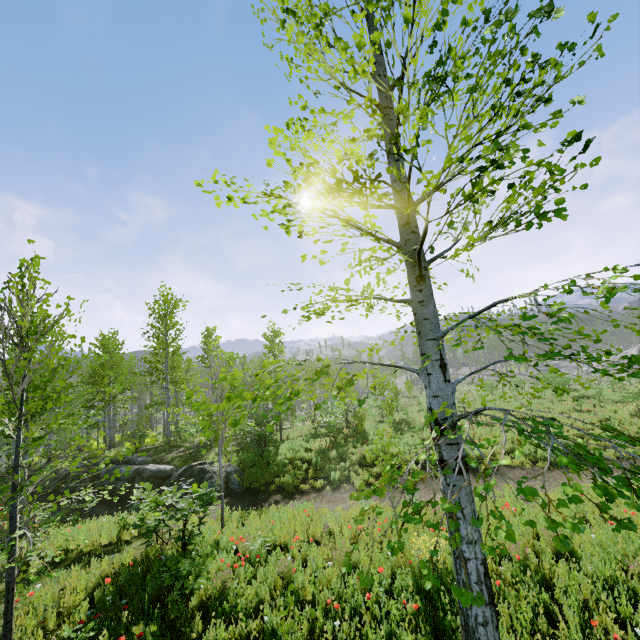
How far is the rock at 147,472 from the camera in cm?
1387

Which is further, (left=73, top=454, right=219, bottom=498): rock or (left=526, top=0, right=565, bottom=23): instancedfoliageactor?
(left=73, top=454, right=219, bottom=498): rock

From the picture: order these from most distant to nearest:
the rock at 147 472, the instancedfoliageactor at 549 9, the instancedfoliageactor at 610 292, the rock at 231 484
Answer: the rock at 147 472, the rock at 231 484, the instancedfoliageactor at 610 292, the instancedfoliageactor at 549 9

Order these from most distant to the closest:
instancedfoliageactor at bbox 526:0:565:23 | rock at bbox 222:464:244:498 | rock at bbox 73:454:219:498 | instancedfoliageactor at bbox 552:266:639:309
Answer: rock at bbox 73:454:219:498 → rock at bbox 222:464:244:498 → instancedfoliageactor at bbox 552:266:639:309 → instancedfoliageactor at bbox 526:0:565:23

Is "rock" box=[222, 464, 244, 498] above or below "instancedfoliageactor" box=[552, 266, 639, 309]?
below

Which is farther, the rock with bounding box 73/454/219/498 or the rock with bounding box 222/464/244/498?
the rock with bounding box 73/454/219/498

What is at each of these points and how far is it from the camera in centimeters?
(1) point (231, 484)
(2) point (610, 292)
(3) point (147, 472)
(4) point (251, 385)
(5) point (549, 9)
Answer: (1) rock, 1356cm
(2) instancedfoliageactor, 184cm
(3) rock, 1412cm
(4) instancedfoliageactor, 4491cm
(5) instancedfoliageactor, 125cm

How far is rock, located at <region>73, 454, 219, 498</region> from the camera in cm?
1387
